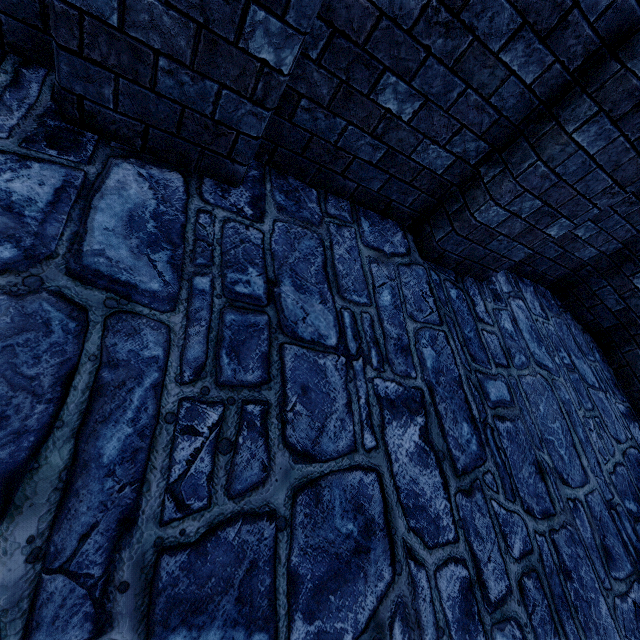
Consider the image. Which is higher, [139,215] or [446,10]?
[446,10]
